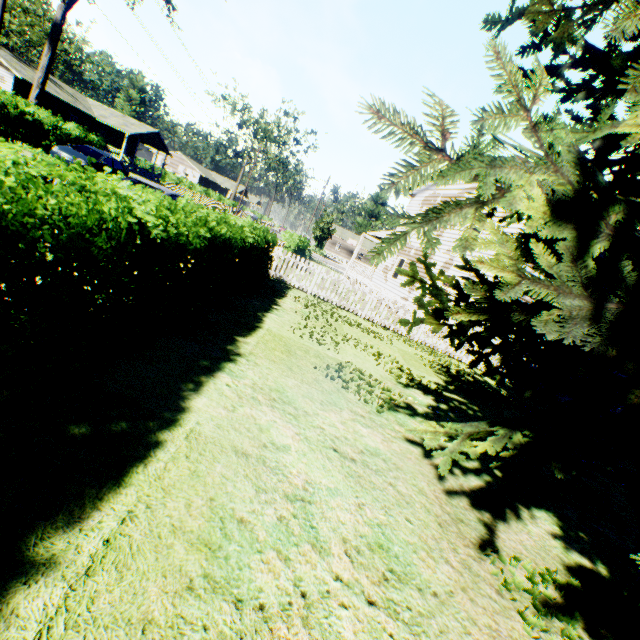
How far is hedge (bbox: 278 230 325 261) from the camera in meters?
19.4

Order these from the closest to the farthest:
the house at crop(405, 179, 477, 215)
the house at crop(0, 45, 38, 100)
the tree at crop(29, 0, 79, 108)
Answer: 1. the house at crop(405, 179, 477, 215)
2. the tree at crop(29, 0, 79, 108)
3. the house at crop(0, 45, 38, 100)

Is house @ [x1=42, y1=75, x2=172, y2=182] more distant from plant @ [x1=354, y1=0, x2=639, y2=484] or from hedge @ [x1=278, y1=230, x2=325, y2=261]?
hedge @ [x1=278, y1=230, x2=325, y2=261]

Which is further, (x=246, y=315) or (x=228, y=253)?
(x=246, y=315)

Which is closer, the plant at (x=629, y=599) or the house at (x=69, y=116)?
the plant at (x=629, y=599)

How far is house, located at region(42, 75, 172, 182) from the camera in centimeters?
3603cm

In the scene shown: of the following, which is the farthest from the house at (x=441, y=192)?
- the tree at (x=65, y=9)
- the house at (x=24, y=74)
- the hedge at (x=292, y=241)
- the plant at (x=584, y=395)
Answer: the house at (x=24, y=74)

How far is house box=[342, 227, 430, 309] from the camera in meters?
19.8
